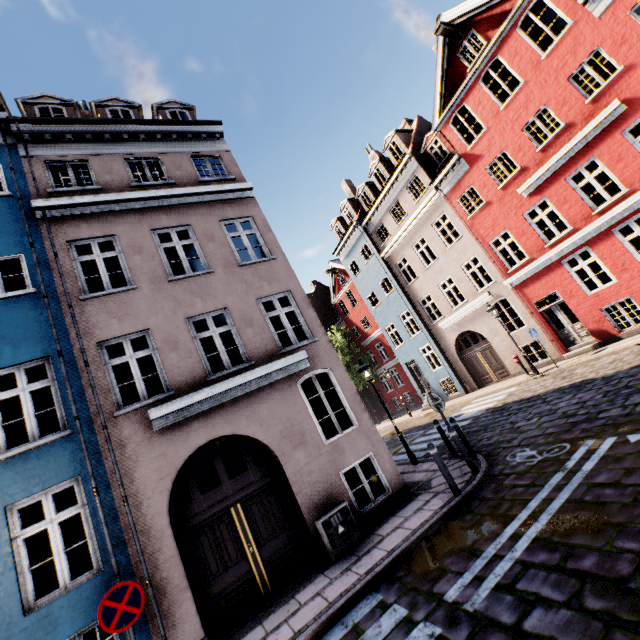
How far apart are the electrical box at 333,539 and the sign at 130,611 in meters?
3.4

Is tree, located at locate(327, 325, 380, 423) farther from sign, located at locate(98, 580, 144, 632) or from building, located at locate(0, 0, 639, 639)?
sign, located at locate(98, 580, 144, 632)

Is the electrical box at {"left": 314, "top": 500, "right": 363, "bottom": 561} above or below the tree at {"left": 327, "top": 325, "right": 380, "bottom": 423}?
below

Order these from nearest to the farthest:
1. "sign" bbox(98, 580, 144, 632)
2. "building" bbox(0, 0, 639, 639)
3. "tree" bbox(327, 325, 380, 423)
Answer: "sign" bbox(98, 580, 144, 632), "building" bbox(0, 0, 639, 639), "tree" bbox(327, 325, 380, 423)

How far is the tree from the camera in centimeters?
2959cm

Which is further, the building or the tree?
the tree

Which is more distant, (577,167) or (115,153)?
(577,167)

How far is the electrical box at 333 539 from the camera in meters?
6.7 m
